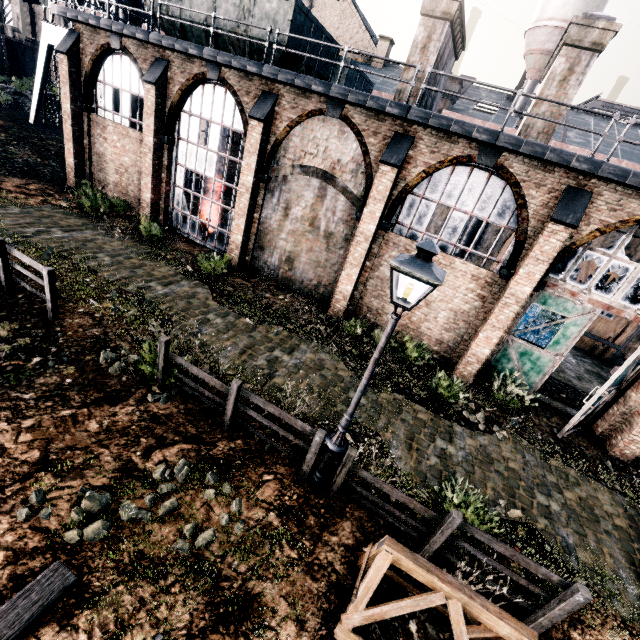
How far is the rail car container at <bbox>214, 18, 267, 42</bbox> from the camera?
13.80m

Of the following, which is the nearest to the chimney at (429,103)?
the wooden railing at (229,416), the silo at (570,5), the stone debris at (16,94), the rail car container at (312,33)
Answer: the rail car container at (312,33)

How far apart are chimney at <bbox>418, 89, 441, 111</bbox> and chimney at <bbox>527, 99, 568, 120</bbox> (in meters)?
3.81

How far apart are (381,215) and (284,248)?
5.18m

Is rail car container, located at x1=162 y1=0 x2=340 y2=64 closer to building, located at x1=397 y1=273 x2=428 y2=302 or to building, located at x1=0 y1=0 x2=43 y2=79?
building, located at x1=397 y1=273 x2=428 y2=302

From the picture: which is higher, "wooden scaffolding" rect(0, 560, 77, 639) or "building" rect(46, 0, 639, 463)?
"building" rect(46, 0, 639, 463)

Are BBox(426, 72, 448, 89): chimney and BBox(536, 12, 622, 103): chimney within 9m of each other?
yes

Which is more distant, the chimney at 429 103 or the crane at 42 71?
the crane at 42 71
